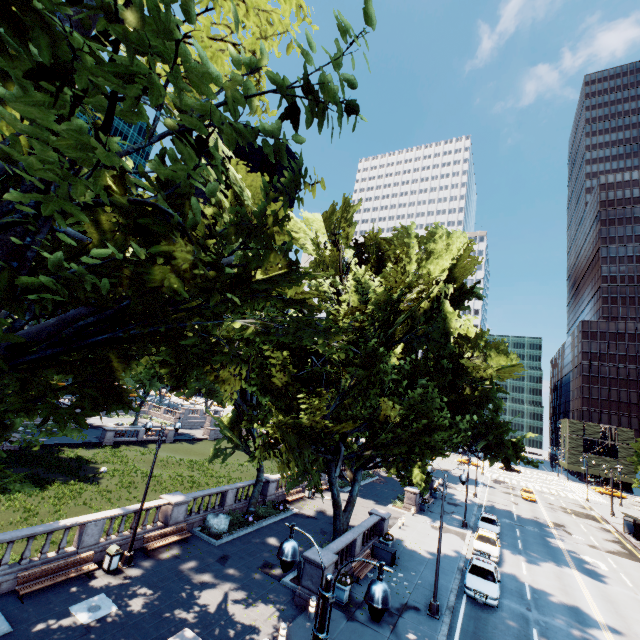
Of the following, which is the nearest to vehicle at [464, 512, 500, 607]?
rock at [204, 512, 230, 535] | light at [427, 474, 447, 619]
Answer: light at [427, 474, 447, 619]

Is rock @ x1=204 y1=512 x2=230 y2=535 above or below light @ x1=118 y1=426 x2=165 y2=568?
above

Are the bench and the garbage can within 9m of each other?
no

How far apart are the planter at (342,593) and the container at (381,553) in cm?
555

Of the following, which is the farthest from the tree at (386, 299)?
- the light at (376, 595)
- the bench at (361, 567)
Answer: the light at (376, 595)

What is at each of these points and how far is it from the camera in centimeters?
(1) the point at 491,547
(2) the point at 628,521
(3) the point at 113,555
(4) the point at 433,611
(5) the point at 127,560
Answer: (1) vehicle, 2572cm
(2) bus stop, 4088cm
(3) garbage can, 1591cm
(4) light, 1686cm
(5) light, 1652cm

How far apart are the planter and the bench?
1.6m

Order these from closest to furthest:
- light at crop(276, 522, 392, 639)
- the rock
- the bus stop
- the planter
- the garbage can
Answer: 1. light at crop(276, 522, 392, 639)
2. the garbage can
3. the planter
4. the rock
5. the bus stop
